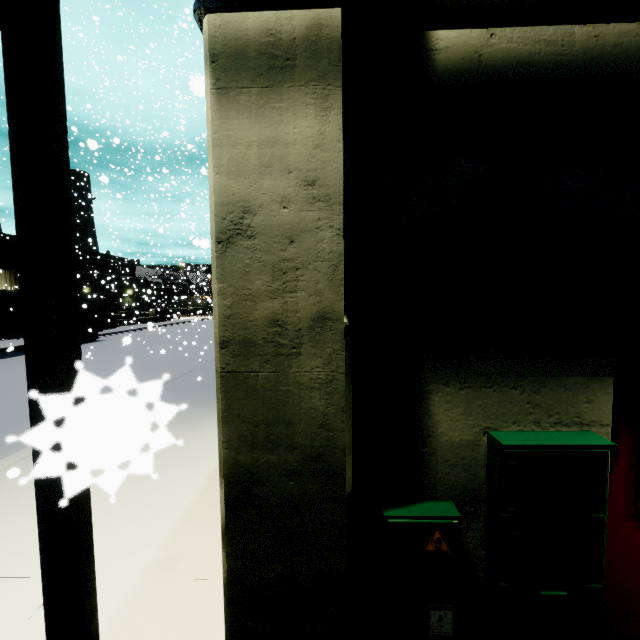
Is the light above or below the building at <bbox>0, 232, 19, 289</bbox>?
below

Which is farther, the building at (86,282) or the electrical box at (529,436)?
the building at (86,282)

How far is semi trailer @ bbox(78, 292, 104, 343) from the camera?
24.59m

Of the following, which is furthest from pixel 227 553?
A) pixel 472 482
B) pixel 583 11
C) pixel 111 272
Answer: pixel 111 272

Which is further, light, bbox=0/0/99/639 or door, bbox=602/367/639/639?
door, bbox=602/367/639/639

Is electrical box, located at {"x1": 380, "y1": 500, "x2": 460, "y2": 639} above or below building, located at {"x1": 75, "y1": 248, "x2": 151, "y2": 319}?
below

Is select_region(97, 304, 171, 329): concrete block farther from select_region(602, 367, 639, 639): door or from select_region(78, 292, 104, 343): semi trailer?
select_region(602, 367, 639, 639): door

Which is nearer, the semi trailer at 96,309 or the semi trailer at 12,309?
the semi trailer at 12,309
